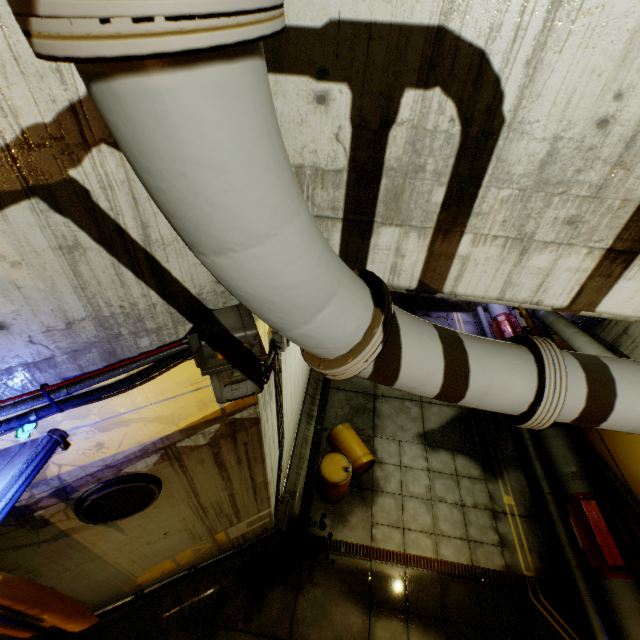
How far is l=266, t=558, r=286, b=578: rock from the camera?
6.76m

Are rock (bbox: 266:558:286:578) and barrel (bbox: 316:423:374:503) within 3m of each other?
yes

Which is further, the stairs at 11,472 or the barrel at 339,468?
the barrel at 339,468

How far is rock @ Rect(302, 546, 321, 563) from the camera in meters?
7.0 m

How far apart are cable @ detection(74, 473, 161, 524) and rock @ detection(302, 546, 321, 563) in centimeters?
447cm

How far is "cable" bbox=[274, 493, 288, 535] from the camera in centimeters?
654cm

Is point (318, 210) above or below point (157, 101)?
below

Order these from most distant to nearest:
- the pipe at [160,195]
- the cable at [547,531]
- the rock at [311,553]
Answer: the rock at [311,553], the cable at [547,531], the pipe at [160,195]
